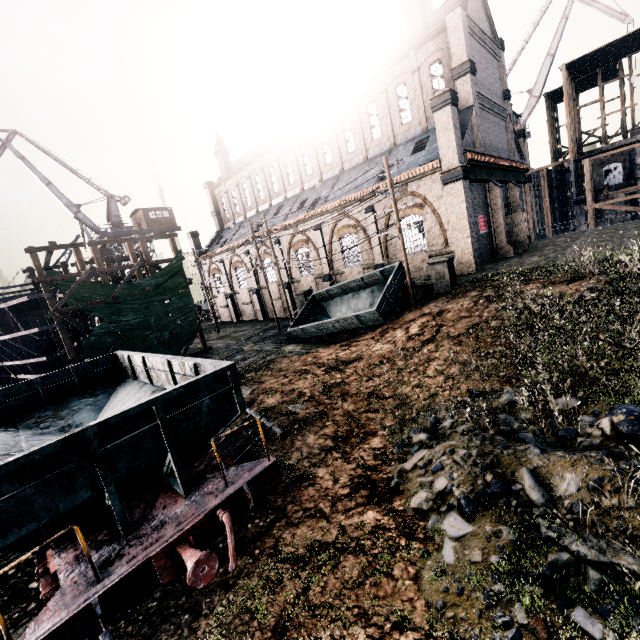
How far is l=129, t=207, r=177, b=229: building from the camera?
45.1 meters

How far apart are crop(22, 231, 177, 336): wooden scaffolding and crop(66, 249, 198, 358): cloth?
0.01m

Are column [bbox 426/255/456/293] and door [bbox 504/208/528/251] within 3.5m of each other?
no

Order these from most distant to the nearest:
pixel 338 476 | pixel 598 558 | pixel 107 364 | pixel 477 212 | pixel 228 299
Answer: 1. pixel 228 299
2. pixel 477 212
3. pixel 107 364
4. pixel 338 476
5. pixel 598 558

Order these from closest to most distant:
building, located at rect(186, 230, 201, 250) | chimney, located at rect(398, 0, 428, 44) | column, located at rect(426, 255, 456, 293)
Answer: column, located at rect(426, 255, 456, 293) → chimney, located at rect(398, 0, 428, 44) → building, located at rect(186, 230, 201, 250)

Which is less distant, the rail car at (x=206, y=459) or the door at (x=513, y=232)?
the rail car at (x=206, y=459)

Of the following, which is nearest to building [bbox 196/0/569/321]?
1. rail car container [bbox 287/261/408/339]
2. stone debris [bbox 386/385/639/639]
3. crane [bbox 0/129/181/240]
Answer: rail car container [bbox 287/261/408/339]

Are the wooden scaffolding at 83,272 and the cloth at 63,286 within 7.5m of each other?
yes
